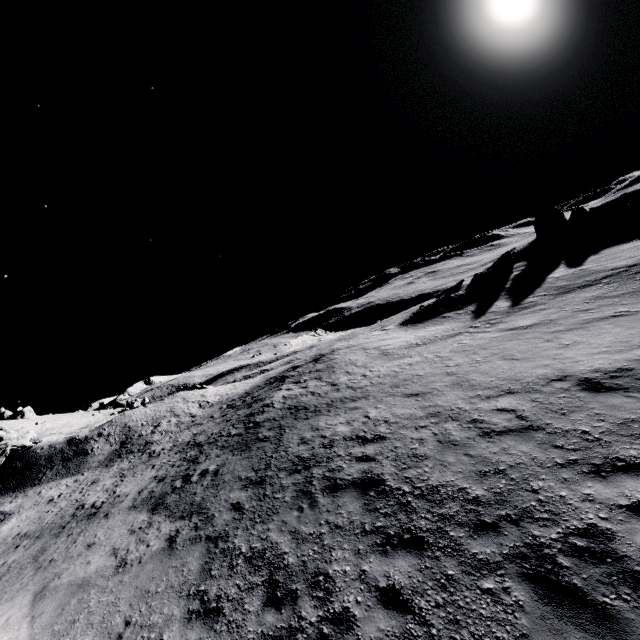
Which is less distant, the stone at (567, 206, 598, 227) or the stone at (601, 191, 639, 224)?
the stone at (601, 191, 639, 224)

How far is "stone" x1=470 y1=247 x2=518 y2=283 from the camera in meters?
31.2

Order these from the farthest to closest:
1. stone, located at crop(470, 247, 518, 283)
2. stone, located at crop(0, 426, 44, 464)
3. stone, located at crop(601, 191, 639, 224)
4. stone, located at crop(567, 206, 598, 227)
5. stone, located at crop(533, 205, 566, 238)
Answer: stone, located at crop(533, 205, 566, 238) → stone, located at crop(567, 206, 598, 227) → stone, located at crop(470, 247, 518, 283) → stone, located at crop(601, 191, 639, 224) → stone, located at crop(0, 426, 44, 464)

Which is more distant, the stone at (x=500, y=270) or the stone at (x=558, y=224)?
the stone at (x=558, y=224)

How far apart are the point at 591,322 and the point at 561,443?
8.92m

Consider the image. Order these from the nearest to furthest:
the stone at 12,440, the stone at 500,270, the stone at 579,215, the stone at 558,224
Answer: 1. the stone at 12,440
2. the stone at 500,270
3. the stone at 579,215
4. the stone at 558,224

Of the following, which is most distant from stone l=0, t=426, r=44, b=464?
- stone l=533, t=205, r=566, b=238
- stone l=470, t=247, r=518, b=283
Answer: stone l=533, t=205, r=566, b=238

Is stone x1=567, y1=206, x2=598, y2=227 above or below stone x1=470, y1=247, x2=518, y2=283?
above
